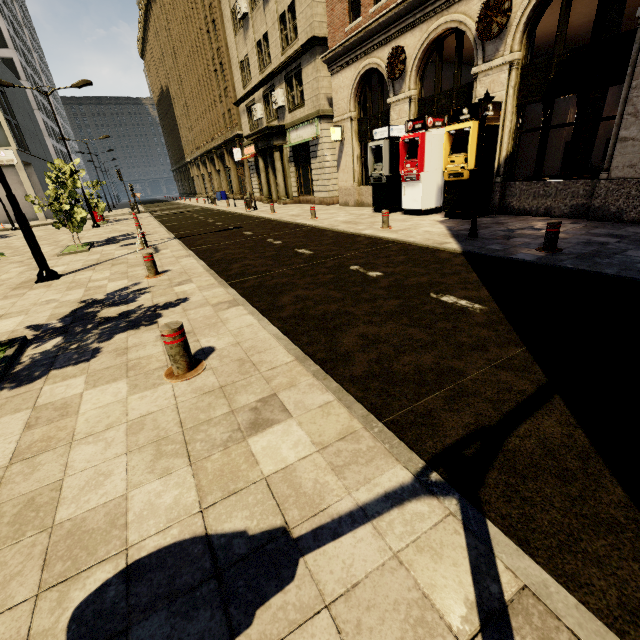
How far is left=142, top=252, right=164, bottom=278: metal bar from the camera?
7.32m

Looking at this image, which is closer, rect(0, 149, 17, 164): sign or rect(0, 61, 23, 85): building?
rect(0, 149, 17, 164): sign

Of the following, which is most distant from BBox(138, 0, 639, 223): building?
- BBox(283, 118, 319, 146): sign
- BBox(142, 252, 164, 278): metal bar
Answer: BBox(142, 252, 164, 278): metal bar

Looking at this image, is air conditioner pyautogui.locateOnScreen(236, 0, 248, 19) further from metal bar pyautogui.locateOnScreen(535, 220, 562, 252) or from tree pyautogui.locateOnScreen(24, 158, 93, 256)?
metal bar pyautogui.locateOnScreen(535, 220, 562, 252)

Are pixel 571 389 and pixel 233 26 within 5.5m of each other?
no

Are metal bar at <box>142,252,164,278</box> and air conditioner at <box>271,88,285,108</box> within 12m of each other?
no

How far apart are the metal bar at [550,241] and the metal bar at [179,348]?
6.56m

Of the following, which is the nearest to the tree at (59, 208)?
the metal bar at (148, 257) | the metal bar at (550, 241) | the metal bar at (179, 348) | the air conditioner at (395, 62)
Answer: the metal bar at (179, 348)
